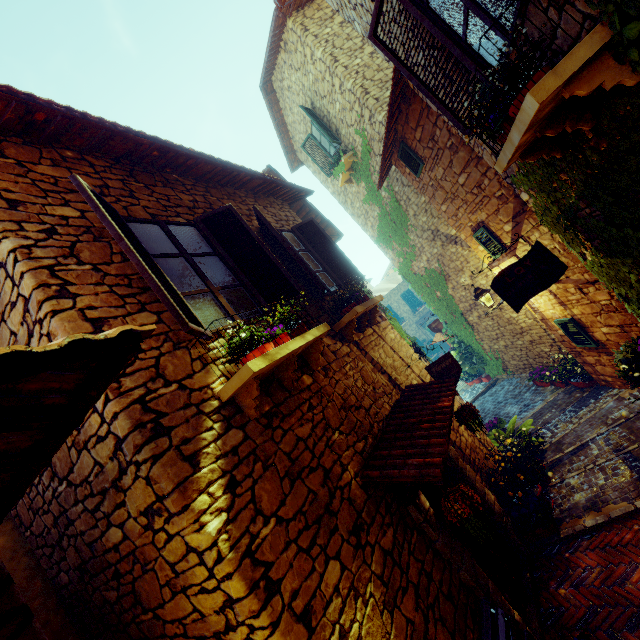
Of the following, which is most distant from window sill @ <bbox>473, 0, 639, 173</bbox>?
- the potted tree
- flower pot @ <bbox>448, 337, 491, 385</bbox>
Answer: flower pot @ <bbox>448, 337, 491, 385</bbox>

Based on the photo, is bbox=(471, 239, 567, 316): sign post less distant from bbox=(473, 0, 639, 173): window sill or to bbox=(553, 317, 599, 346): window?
bbox=(553, 317, 599, 346): window

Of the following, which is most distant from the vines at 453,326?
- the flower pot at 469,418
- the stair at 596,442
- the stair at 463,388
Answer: the flower pot at 469,418

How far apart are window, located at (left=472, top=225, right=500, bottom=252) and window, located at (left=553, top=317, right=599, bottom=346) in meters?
1.8 m

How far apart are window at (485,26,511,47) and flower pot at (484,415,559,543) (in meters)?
5.02

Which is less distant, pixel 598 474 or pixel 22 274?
pixel 22 274

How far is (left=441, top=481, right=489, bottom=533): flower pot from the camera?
3.0 meters

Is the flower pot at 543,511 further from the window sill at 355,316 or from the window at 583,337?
the window sill at 355,316
